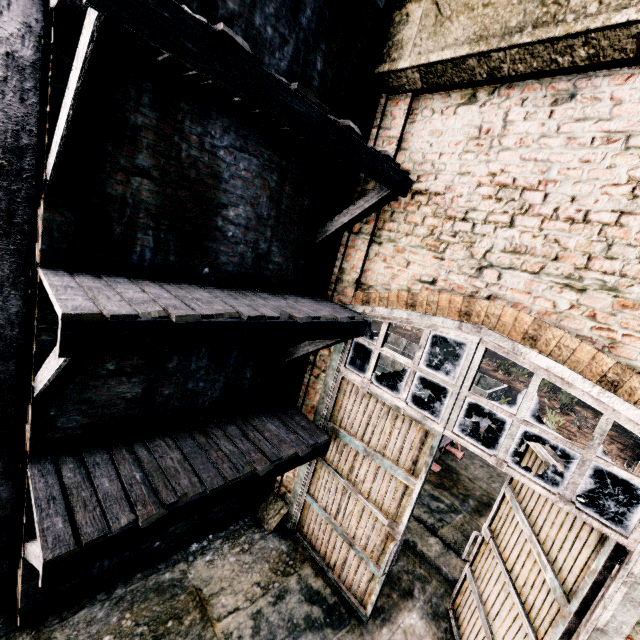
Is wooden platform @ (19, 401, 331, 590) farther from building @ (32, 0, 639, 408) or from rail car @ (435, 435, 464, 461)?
rail car @ (435, 435, 464, 461)

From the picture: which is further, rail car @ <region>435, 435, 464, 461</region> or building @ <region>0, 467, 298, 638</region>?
rail car @ <region>435, 435, 464, 461</region>

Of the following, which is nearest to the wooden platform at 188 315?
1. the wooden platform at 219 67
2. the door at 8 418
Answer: the door at 8 418

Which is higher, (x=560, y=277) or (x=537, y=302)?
(x=560, y=277)

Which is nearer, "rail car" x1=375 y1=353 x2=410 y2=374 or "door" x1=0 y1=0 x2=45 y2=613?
"door" x1=0 y1=0 x2=45 y2=613

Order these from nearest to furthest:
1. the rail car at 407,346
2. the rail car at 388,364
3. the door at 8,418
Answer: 1. the door at 8,418
2. the rail car at 388,364
3. the rail car at 407,346

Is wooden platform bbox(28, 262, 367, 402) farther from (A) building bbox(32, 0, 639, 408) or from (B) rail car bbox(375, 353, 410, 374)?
(B) rail car bbox(375, 353, 410, 374)
